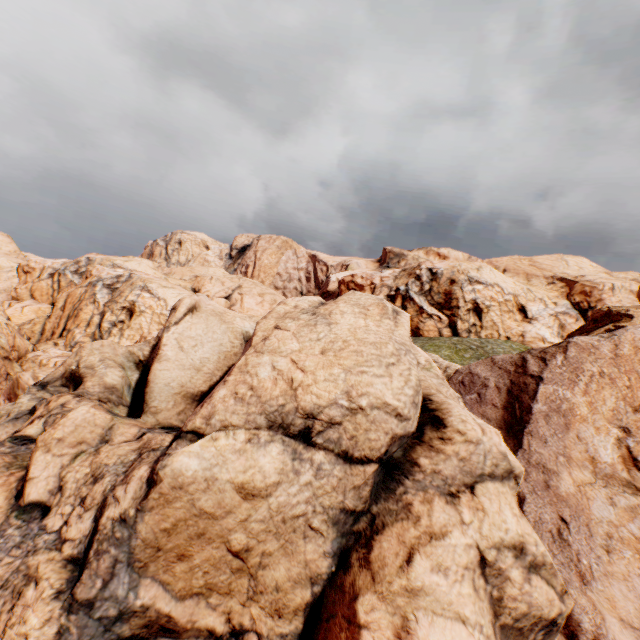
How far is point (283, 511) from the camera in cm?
343
